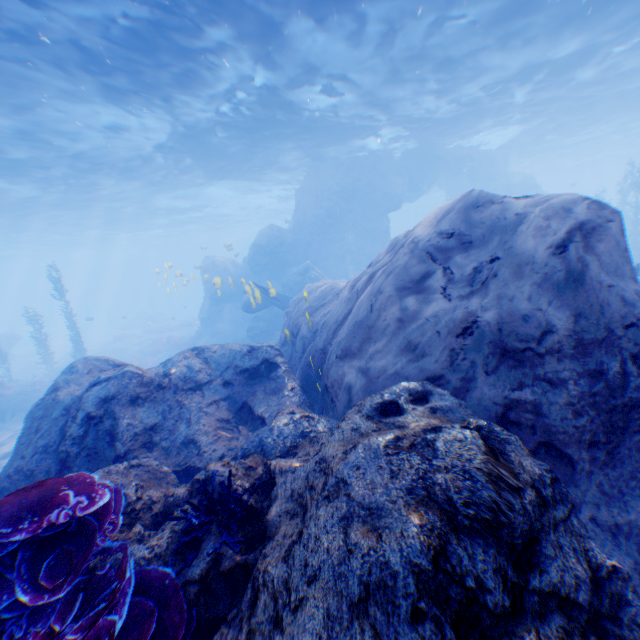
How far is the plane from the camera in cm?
1266

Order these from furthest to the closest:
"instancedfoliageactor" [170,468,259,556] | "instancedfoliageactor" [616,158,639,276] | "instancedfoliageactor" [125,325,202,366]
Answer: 1. "instancedfoliageactor" [125,325,202,366]
2. "instancedfoliageactor" [616,158,639,276]
3. "instancedfoliageactor" [170,468,259,556]

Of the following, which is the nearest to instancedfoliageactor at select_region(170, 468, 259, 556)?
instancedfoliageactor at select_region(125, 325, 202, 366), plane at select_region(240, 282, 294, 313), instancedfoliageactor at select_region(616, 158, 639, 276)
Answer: instancedfoliageactor at select_region(616, 158, 639, 276)

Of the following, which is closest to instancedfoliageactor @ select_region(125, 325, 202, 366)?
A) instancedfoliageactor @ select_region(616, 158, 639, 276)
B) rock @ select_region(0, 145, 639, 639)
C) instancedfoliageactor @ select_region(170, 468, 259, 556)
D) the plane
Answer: rock @ select_region(0, 145, 639, 639)

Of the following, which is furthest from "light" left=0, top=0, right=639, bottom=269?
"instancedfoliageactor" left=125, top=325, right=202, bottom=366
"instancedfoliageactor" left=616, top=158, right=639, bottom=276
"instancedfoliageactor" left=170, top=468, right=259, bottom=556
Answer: "instancedfoliageactor" left=170, top=468, right=259, bottom=556

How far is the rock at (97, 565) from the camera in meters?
2.3 m

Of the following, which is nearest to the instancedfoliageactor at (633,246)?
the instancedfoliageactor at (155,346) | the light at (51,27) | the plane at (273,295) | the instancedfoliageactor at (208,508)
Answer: the plane at (273,295)

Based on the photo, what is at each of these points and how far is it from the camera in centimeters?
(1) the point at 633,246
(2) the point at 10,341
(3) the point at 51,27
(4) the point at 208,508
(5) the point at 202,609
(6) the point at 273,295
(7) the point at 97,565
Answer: (1) instancedfoliageactor, 2278cm
(2) rock, 3158cm
(3) light, 912cm
(4) instancedfoliageactor, 236cm
(5) rock, 204cm
(6) plane, 1266cm
(7) rock, 231cm
